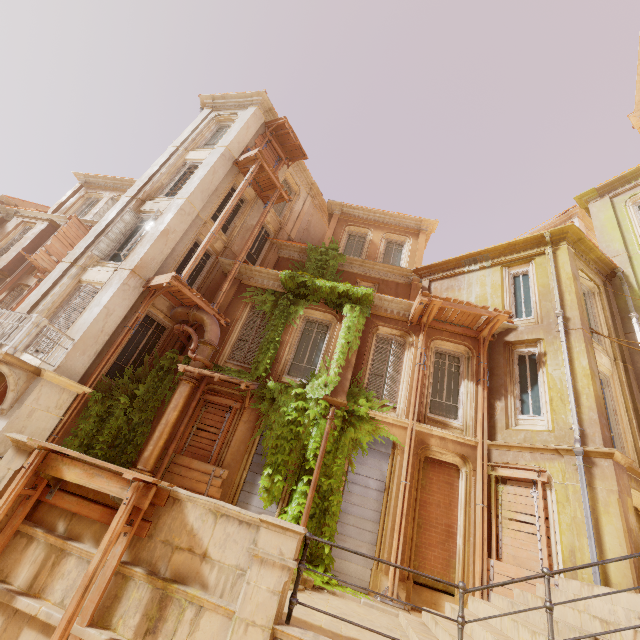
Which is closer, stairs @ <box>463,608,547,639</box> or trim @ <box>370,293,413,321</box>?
stairs @ <box>463,608,547,639</box>

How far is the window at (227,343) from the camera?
11.8m

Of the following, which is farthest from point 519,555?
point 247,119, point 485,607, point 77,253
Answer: point 247,119

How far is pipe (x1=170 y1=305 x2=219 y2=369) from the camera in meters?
10.5

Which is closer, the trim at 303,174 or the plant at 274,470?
the plant at 274,470

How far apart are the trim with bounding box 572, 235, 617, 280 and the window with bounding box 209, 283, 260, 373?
12.05m

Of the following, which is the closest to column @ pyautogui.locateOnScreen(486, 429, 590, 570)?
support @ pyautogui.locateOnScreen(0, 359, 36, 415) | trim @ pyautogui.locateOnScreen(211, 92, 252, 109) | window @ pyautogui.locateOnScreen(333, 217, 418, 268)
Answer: window @ pyautogui.locateOnScreen(333, 217, 418, 268)

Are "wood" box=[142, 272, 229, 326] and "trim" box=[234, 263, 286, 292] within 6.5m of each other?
yes
